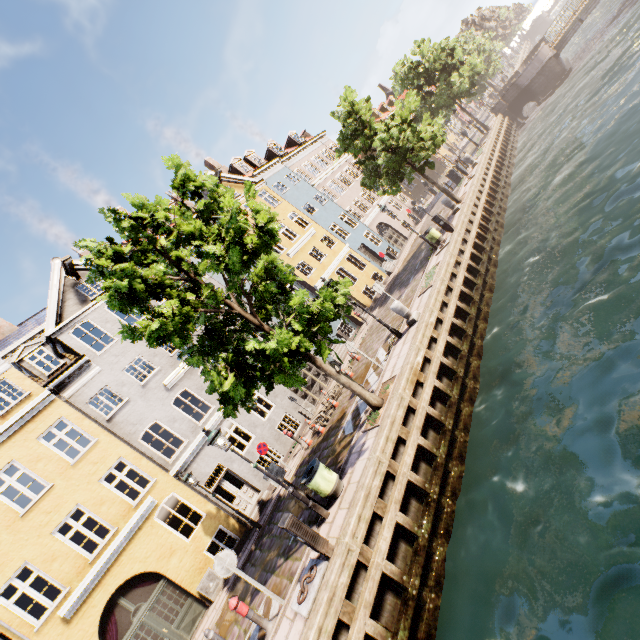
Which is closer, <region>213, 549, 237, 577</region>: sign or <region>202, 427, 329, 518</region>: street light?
<region>213, 549, 237, 577</region>: sign

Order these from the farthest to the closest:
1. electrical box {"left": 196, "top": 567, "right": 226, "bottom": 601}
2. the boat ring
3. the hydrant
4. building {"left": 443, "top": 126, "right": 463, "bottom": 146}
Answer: building {"left": 443, "top": 126, "right": 463, "bottom": 146} < electrical box {"left": 196, "top": 567, "right": 226, "bottom": 601} < the hydrant < the boat ring

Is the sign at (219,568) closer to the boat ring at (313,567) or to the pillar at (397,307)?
the boat ring at (313,567)

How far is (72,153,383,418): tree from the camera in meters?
7.7 m

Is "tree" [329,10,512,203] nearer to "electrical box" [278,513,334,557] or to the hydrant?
"electrical box" [278,513,334,557]

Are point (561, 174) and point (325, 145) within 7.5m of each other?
no

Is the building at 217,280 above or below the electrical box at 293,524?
above

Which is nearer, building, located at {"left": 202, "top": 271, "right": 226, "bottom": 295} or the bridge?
building, located at {"left": 202, "top": 271, "right": 226, "bottom": 295}
